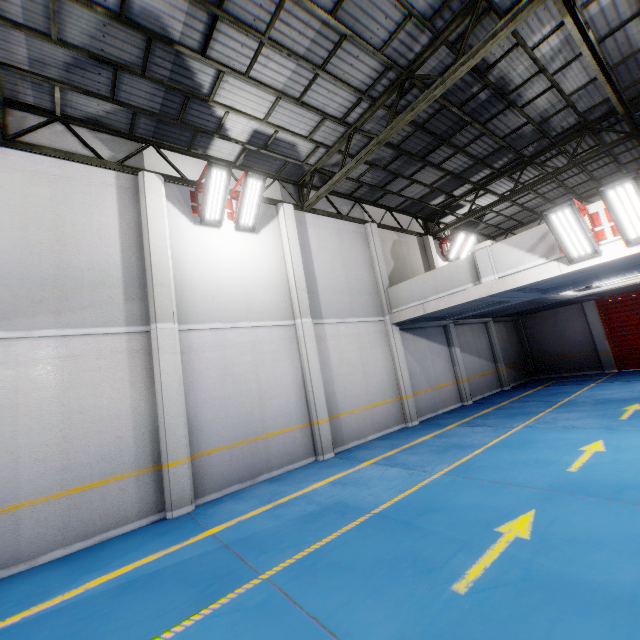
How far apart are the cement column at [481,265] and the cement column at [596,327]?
11.55m

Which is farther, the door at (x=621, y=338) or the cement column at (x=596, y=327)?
the cement column at (x=596, y=327)

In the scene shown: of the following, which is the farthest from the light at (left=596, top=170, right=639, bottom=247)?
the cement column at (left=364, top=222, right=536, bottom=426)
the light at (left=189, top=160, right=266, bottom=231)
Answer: the light at (left=189, top=160, right=266, bottom=231)

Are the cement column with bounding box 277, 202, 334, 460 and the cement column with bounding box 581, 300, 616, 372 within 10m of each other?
no

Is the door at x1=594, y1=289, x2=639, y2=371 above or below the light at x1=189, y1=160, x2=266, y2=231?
below

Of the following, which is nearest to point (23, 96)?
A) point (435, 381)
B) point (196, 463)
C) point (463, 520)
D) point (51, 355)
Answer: point (51, 355)

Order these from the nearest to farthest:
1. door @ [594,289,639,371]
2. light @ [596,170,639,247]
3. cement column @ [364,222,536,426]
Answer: light @ [596,170,639,247] → cement column @ [364,222,536,426] → door @ [594,289,639,371]

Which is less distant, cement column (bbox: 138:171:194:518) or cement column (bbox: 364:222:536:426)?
cement column (bbox: 138:171:194:518)
